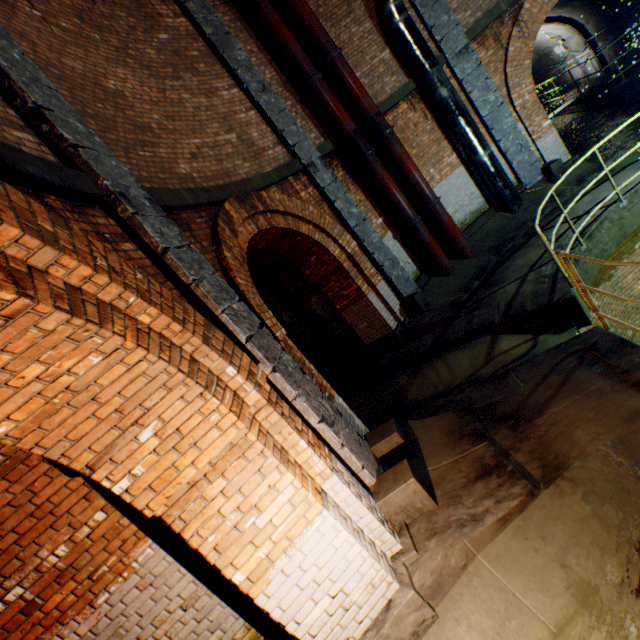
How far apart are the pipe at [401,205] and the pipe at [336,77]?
0.5m

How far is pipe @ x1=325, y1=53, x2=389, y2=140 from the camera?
7.7 meters

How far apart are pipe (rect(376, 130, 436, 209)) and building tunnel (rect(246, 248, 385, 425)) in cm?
350

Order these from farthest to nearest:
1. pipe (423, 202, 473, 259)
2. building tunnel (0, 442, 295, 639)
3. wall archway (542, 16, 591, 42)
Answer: wall archway (542, 16, 591, 42)
pipe (423, 202, 473, 259)
building tunnel (0, 442, 295, 639)

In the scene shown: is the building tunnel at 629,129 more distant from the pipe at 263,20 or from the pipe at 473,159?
the pipe at 263,20

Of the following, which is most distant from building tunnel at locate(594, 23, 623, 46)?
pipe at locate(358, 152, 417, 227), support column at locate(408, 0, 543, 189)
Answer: pipe at locate(358, 152, 417, 227)

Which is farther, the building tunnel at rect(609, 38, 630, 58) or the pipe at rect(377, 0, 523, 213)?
the building tunnel at rect(609, 38, 630, 58)

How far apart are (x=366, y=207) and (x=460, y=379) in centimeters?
503cm
